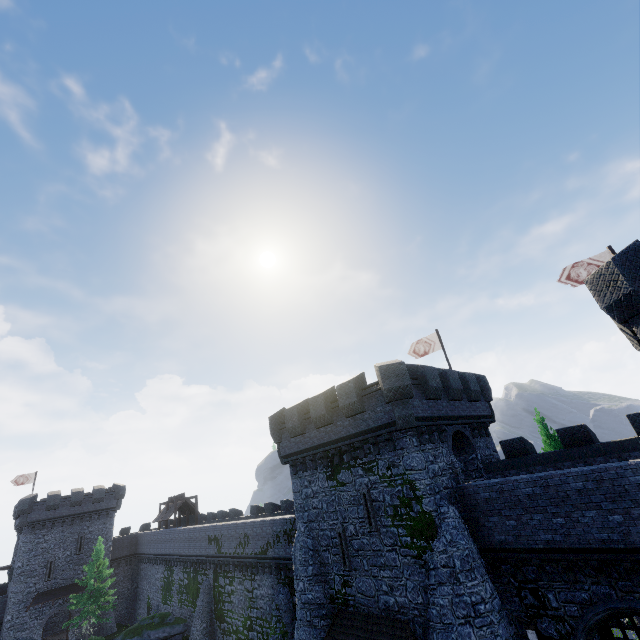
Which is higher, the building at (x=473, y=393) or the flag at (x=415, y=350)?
the flag at (x=415, y=350)

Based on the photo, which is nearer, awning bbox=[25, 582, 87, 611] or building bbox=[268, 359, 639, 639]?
building bbox=[268, 359, 639, 639]

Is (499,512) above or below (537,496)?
below

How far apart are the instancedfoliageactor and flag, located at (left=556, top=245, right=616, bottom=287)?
9.65m

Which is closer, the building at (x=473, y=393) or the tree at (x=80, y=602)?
the building at (x=473, y=393)

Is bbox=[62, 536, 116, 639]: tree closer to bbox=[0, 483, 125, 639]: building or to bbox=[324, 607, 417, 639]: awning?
bbox=[0, 483, 125, 639]: building

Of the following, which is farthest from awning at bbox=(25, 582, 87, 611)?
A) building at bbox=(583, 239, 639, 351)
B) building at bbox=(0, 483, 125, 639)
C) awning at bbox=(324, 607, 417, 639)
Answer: awning at bbox=(324, 607, 417, 639)

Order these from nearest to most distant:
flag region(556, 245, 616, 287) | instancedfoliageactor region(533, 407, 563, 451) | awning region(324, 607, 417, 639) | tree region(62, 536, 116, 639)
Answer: awning region(324, 607, 417, 639) < flag region(556, 245, 616, 287) < instancedfoliageactor region(533, 407, 563, 451) < tree region(62, 536, 116, 639)
